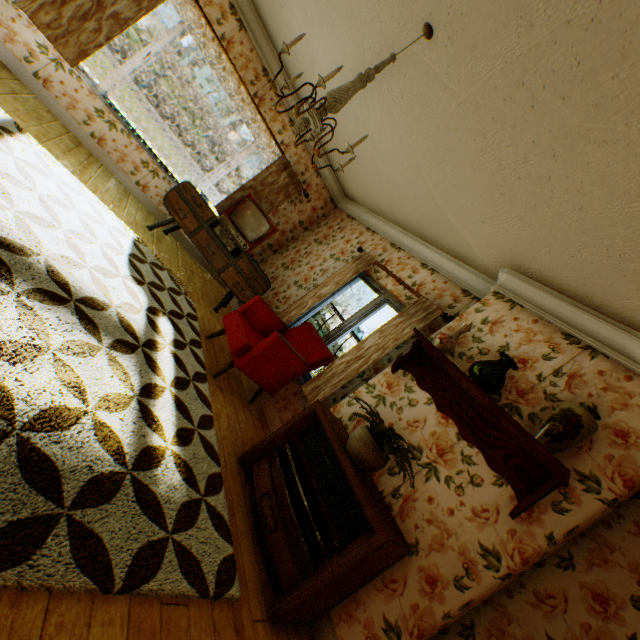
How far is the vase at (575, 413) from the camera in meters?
2.1 m

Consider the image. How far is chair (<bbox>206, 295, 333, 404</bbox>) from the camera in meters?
3.5

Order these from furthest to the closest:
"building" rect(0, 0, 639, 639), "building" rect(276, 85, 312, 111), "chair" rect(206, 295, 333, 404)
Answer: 1. "building" rect(276, 85, 312, 111)
2. "chair" rect(206, 295, 333, 404)
3. "building" rect(0, 0, 639, 639)

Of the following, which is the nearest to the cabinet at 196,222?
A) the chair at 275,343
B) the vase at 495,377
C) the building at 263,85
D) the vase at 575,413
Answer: the building at 263,85

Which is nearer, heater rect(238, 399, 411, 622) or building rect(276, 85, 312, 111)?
heater rect(238, 399, 411, 622)

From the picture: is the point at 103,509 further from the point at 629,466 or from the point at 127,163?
the point at 127,163

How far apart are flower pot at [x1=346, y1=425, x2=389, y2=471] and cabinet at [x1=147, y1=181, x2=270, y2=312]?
3.2m

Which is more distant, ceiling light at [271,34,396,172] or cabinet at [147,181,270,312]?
cabinet at [147,181,270,312]
